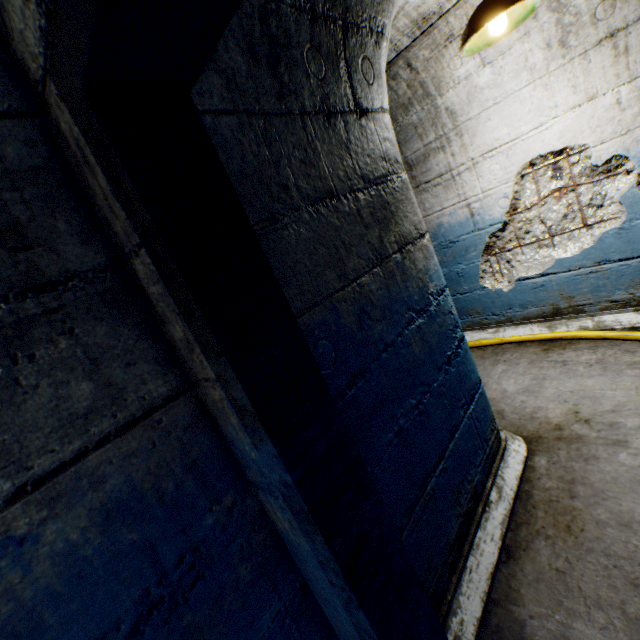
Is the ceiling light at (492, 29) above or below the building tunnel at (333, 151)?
above

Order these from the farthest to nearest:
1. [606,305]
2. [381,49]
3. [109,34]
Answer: [606,305] → [381,49] → [109,34]

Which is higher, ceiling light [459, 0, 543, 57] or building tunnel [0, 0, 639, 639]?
ceiling light [459, 0, 543, 57]

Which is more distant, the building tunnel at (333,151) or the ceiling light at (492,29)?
the ceiling light at (492,29)

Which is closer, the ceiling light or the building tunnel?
the building tunnel
